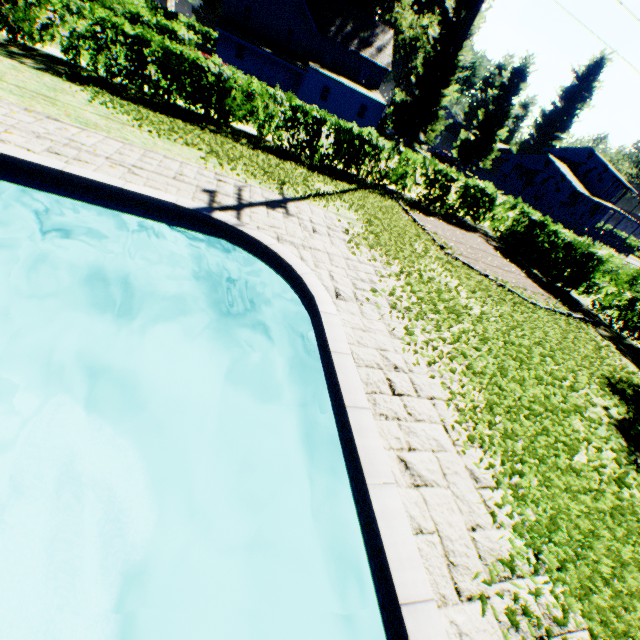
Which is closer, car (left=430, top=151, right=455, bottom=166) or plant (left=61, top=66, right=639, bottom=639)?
plant (left=61, top=66, right=639, bottom=639)

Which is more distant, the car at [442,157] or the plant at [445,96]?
the car at [442,157]

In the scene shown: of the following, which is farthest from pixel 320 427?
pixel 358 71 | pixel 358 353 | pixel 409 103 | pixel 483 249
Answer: pixel 358 71

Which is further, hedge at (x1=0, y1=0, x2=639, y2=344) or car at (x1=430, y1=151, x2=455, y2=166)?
car at (x1=430, y1=151, x2=455, y2=166)

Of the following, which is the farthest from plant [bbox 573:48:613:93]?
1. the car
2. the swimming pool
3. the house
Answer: the swimming pool

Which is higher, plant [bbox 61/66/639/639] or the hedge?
the hedge

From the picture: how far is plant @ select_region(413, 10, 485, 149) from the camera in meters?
32.1

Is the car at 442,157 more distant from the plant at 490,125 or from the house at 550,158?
the house at 550,158
